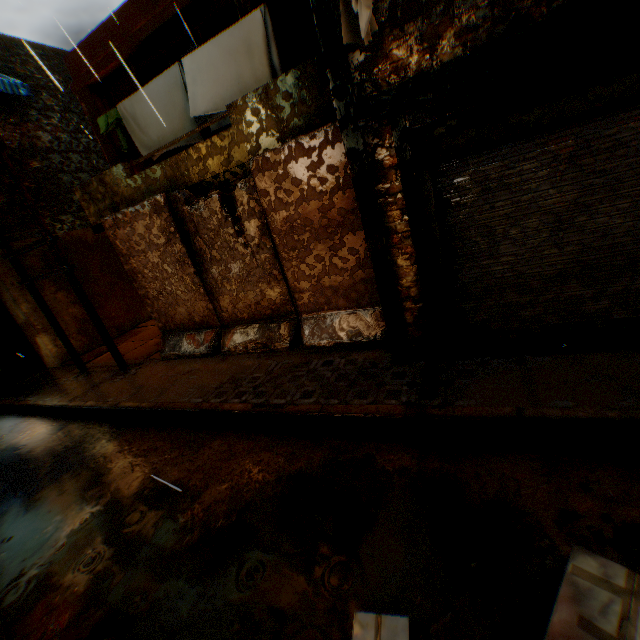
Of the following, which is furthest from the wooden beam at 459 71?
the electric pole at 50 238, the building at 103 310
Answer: the electric pole at 50 238

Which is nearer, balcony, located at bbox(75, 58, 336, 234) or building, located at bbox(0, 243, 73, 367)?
balcony, located at bbox(75, 58, 336, 234)

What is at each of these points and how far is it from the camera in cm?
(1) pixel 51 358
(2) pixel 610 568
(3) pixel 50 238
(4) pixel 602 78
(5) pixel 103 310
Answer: (1) building, 1016
(2) cardboard box, 177
(3) electric pole, 690
(4) rolling overhead door, 290
(5) building, 1148

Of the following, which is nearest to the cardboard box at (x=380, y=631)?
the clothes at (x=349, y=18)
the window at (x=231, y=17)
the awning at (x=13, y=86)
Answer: the clothes at (x=349, y=18)

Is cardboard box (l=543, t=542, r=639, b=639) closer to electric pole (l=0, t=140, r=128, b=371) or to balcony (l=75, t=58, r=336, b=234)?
balcony (l=75, t=58, r=336, b=234)

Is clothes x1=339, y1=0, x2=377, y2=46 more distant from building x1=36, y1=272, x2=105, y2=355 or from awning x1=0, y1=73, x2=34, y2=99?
awning x1=0, y1=73, x2=34, y2=99

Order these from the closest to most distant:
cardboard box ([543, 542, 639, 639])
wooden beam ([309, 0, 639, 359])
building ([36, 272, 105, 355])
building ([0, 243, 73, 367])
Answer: cardboard box ([543, 542, 639, 639]) → wooden beam ([309, 0, 639, 359]) → building ([0, 243, 73, 367]) → building ([36, 272, 105, 355])

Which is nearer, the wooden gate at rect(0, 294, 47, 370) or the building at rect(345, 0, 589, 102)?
the building at rect(345, 0, 589, 102)
